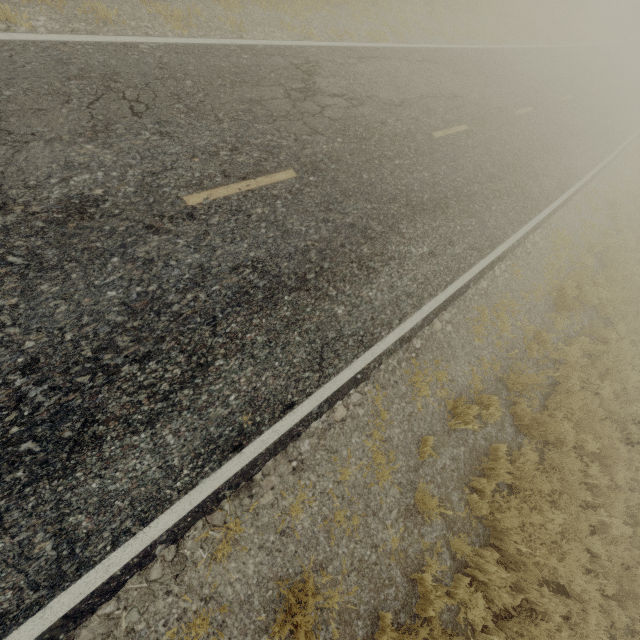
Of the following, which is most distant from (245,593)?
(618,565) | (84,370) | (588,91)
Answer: (588,91)
